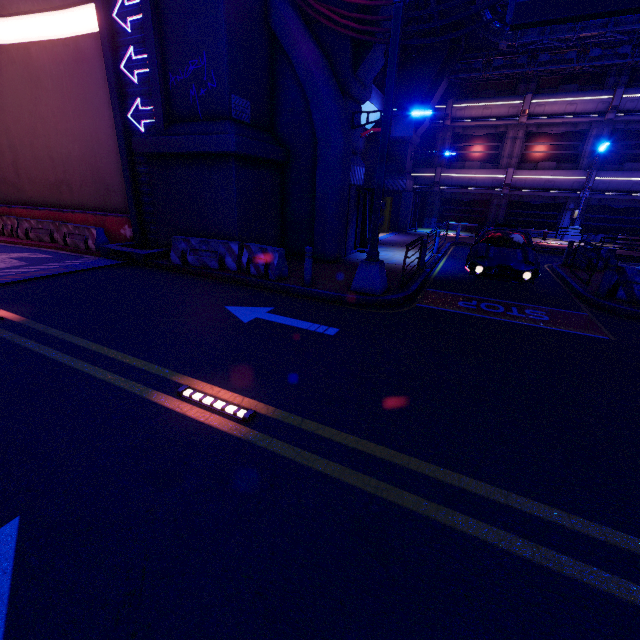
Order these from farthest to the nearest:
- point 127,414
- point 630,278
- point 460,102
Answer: point 460,102
point 630,278
point 127,414

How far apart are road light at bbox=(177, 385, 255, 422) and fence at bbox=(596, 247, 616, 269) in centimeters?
1513cm

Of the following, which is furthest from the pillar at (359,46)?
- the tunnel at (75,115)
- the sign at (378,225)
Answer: the tunnel at (75,115)

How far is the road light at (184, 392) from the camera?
4.0 meters

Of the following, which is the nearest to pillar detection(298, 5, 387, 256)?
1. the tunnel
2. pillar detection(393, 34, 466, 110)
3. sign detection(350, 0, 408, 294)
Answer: sign detection(350, 0, 408, 294)

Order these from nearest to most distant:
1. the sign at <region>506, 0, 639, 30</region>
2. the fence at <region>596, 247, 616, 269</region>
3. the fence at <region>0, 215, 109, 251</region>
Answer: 1. the sign at <region>506, 0, 639, 30</region>
2. the fence at <region>0, 215, 109, 251</region>
3. the fence at <region>596, 247, 616, 269</region>

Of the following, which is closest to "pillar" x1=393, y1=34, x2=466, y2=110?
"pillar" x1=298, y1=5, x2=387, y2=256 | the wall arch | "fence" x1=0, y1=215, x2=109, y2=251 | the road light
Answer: "pillar" x1=298, y1=5, x2=387, y2=256

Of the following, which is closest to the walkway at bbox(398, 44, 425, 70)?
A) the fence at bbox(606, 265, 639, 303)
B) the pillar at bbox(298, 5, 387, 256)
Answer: the pillar at bbox(298, 5, 387, 256)
